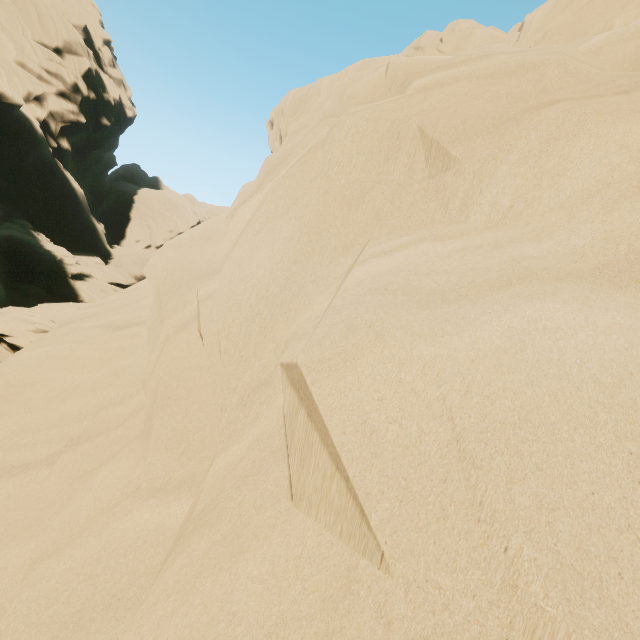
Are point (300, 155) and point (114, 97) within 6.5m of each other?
no
